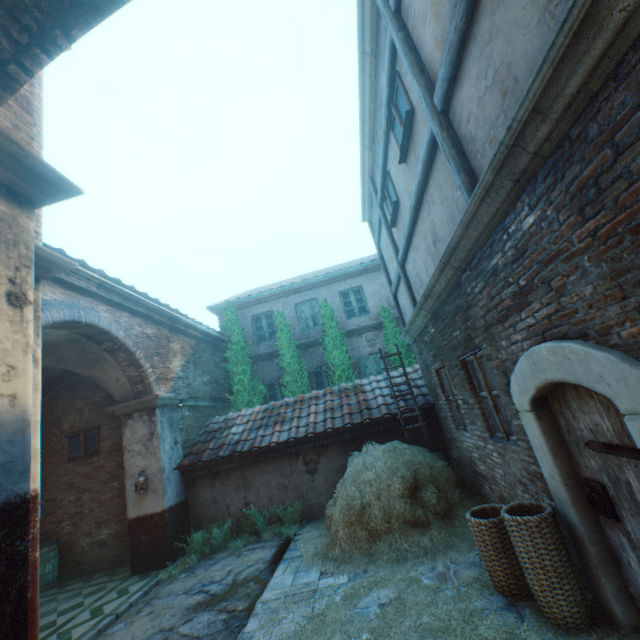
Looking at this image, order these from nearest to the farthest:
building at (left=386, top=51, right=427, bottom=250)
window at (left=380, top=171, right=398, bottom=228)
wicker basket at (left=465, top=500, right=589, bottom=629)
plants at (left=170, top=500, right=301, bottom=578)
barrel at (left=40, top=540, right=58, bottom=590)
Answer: wicker basket at (left=465, top=500, right=589, bottom=629) < building at (left=386, top=51, right=427, bottom=250) < window at (left=380, top=171, right=398, bottom=228) < plants at (left=170, top=500, right=301, bottom=578) < barrel at (left=40, top=540, right=58, bottom=590)

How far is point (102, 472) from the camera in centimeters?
920cm

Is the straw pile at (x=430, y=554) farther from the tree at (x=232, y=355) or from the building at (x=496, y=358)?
the tree at (x=232, y=355)

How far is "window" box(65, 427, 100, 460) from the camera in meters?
9.4 m

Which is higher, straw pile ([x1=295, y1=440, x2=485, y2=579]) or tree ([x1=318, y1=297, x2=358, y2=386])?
tree ([x1=318, y1=297, x2=358, y2=386])

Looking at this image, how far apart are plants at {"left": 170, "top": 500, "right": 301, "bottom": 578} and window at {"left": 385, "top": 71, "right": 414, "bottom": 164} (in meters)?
8.25

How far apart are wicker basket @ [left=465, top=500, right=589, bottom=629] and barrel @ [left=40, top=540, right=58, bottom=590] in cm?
1102

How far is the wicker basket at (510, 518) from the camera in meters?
2.9 m
